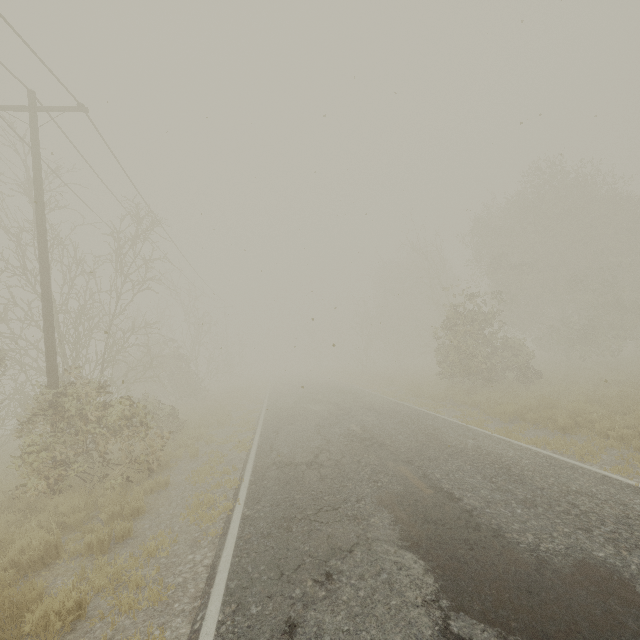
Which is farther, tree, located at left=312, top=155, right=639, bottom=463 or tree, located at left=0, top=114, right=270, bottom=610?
→ tree, located at left=312, top=155, right=639, bottom=463

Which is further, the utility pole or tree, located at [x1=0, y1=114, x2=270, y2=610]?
the utility pole

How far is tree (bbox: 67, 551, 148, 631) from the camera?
4.2m

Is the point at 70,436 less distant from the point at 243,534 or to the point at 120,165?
the point at 243,534

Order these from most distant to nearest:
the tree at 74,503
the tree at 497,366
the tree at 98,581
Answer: the tree at 497,366
the tree at 74,503
the tree at 98,581

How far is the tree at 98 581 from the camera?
4.2m
